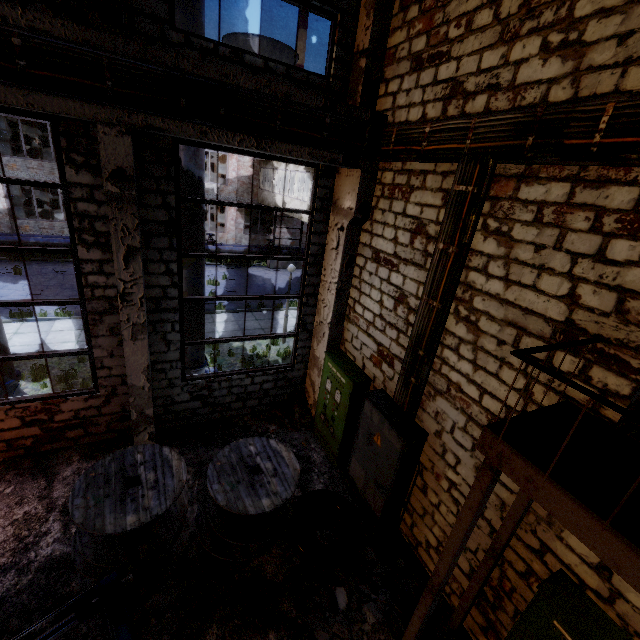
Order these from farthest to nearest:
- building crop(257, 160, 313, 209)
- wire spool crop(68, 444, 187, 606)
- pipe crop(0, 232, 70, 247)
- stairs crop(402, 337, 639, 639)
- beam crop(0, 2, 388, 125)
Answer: pipe crop(0, 232, 70, 247) < building crop(257, 160, 313, 209) < wire spool crop(68, 444, 187, 606) < beam crop(0, 2, 388, 125) < stairs crop(402, 337, 639, 639)

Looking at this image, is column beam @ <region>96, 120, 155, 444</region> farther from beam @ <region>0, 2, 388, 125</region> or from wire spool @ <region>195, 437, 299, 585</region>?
wire spool @ <region>195, 437, 299, 585</region>

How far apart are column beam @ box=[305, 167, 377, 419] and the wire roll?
2.3m

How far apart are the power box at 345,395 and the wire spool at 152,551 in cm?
333

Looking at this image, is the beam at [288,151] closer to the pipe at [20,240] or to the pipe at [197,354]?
the pipe at [197,354]

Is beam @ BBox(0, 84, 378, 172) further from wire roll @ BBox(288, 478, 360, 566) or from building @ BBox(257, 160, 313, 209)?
wire roll @ BBox(288, 478, 360, 566)

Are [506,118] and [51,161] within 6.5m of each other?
no

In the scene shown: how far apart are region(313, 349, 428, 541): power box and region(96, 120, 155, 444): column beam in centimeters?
422cm
